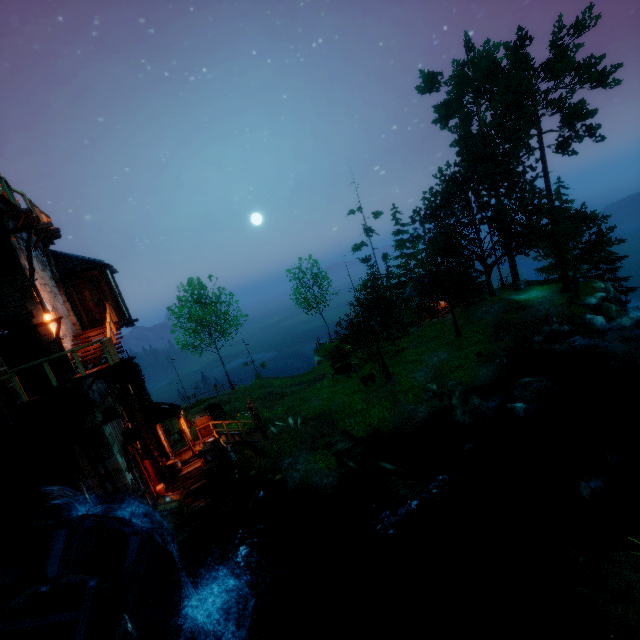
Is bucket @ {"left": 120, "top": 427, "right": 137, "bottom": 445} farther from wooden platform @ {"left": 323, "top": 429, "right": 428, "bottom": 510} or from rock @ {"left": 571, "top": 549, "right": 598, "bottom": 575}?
rock @ {"left": 571, "top": 549, "right": 598, "bottom": 575}

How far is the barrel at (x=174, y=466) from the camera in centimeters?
1659cm

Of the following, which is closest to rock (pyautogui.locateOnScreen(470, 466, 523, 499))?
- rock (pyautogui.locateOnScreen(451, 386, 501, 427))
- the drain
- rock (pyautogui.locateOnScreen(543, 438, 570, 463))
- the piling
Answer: rock (pyautogui.locateOnScreen(451, 386, 501, 427))

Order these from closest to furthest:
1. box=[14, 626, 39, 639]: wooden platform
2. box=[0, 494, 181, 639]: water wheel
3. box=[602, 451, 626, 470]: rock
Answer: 1. box=[0, 494, 181, 639]: water wheel
2. box=[14, 626, 39, 639]: wooden platform
3. box=[602, 451, 626, 470]: rock

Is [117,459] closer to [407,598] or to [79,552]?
[79,552]

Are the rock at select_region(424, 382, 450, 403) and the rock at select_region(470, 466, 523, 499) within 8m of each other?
yes

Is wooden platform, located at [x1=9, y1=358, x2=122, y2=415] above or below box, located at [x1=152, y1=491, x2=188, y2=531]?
above

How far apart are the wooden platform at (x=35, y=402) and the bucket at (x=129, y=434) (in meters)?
1.63
